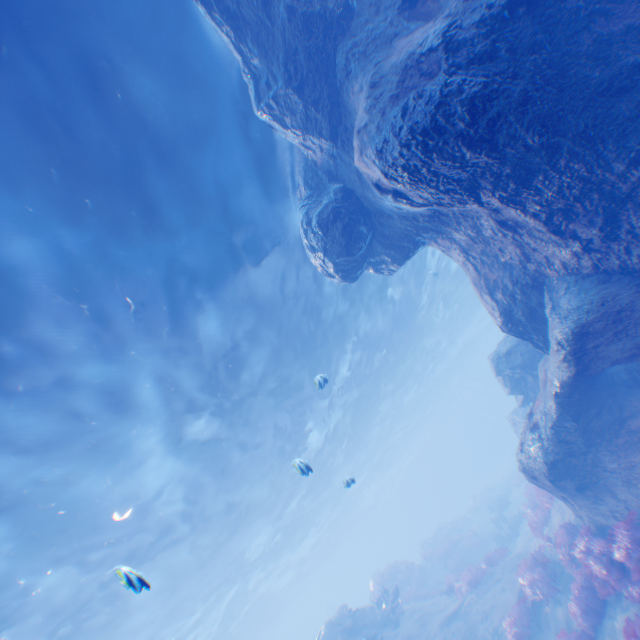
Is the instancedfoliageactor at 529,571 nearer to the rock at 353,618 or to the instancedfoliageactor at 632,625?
the instancedfoliageactor at 632,625

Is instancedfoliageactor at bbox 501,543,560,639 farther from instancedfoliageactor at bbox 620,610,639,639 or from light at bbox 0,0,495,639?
light at bbox 0,0,495,639

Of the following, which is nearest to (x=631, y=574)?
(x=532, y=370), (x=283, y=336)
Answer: (x=532, y=370)

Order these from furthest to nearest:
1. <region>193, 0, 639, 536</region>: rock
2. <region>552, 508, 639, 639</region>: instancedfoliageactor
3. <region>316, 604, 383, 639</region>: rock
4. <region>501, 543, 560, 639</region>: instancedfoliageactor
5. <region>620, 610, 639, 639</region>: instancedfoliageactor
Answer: <region>316, 604, 383, 639</region>: rock < <region>501, 543, 560, 639</region>: instancedfoliageactor < <region>552, 508, 639, 639</region>: instancedfoliageactor < <region>620, 610, 639, 639</region>: instancedfoliageactor < <region>193, 0, 639, 536</region>: rock

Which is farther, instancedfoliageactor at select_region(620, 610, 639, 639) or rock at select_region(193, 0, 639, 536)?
instancedfoliageactor at select_region(620, 610, 639, 639)

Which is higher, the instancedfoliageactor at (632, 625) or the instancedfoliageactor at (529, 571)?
the instancedfoliageactor at (529, 571)

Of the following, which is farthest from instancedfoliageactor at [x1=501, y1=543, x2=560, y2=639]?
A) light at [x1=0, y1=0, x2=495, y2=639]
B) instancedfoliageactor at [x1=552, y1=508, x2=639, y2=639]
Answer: light at [x1=0, y1=0, x2=495, y2=639]

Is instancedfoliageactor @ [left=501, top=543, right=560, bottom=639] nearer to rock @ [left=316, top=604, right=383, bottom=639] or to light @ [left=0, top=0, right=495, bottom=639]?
rock @ [left=316, top=604, right=383, bottom=639]
